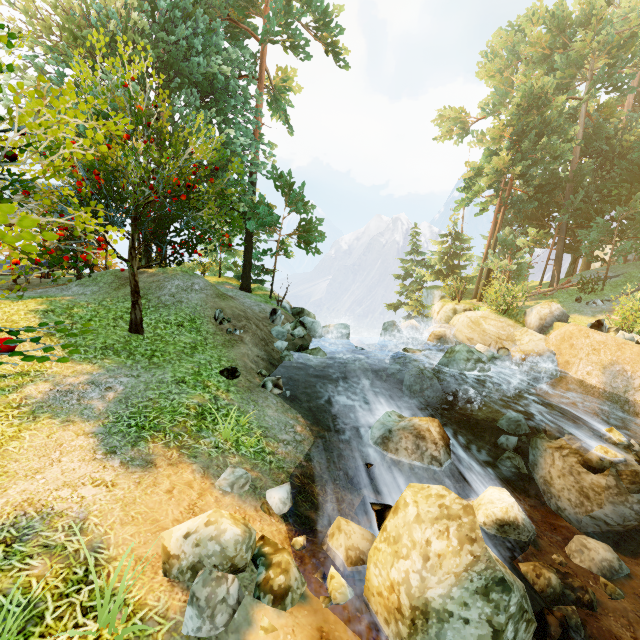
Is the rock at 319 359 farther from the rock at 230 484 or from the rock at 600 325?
the rock at 600 325

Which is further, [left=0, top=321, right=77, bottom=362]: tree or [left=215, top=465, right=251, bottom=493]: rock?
[left=215, top=465, right=251, bottom=493]: rock

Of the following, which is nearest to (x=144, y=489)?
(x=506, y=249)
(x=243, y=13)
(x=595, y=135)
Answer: (x=243, y=13)

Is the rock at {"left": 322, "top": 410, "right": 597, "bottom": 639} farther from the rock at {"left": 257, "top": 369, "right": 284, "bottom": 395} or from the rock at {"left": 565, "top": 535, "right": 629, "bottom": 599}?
the rock at {"left": 257, "top": 369, "right": 284, "bottom": 395}

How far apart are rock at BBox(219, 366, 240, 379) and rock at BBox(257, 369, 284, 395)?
0.6m

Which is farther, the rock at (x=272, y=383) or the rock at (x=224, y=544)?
the rock at (x=272, y=383)

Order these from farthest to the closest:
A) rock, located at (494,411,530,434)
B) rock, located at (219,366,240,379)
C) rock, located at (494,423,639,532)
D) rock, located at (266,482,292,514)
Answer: rock, located at (494,411,530,434) < rock, located at (219,366,240,379) < rock, located at (494,423,639,532) < rock, located at (266,482,292,514)

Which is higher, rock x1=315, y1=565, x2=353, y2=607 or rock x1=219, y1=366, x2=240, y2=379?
rock x1=219, y1=366, x2=240, y2=379
